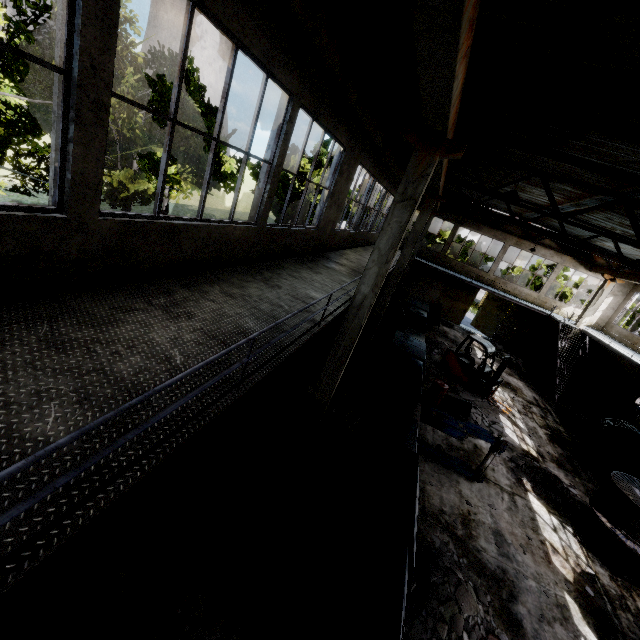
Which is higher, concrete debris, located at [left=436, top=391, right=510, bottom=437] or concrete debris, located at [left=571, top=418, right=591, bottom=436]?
concrete debris, located at [left=571, top=418, right=591, bottom=436]

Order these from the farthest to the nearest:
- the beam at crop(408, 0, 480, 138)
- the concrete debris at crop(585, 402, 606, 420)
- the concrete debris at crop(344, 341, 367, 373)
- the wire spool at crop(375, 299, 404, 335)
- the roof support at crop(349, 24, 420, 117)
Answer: the concrete debris at crop(585, 402, 606, 420) < the wire spool at crop(375, 299, 404, 335) < the concrete debris at crop(344, 341, 367, 373) < the roof support at crop(349, 24, 420, 117) < the beam at crop(408, 0, 480, 138)

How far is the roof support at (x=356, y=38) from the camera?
6.6 meters

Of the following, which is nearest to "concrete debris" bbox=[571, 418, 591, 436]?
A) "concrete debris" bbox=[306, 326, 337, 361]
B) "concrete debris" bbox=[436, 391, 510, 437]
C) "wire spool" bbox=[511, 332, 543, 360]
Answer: "concrete debris" bbox=[436, 391, 510, 437]

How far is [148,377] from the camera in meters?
3.0 m

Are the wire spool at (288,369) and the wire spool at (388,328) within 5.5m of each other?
no

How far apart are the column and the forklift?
10.3 meters

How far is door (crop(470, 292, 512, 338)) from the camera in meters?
27.2
